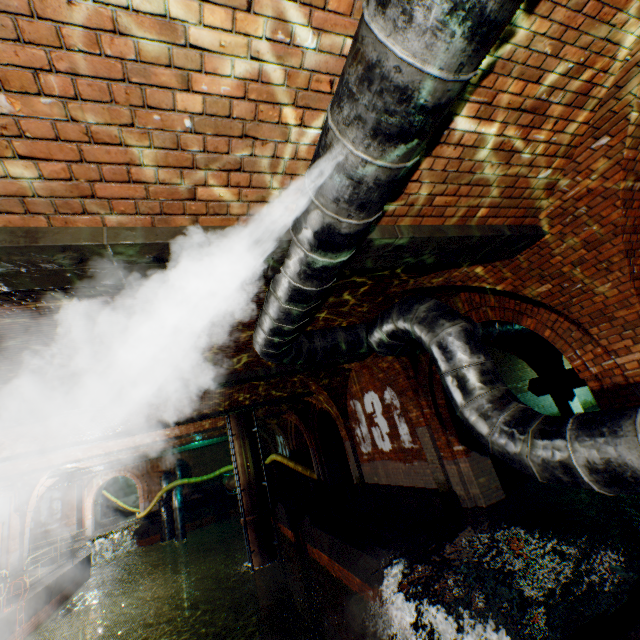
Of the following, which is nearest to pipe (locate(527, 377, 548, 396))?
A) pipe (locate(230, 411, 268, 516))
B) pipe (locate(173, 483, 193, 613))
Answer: pipe (locate(230, 411, 268, 516))

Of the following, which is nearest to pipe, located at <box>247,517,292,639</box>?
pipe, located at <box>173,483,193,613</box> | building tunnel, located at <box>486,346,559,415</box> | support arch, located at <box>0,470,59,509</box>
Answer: building tunnel, located at <box>486,346,559,415</box>

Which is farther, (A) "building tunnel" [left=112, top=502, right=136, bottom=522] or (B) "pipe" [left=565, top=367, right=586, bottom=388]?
(A) "building tunnel" [left=112, top=502, right=136, bottom=522]

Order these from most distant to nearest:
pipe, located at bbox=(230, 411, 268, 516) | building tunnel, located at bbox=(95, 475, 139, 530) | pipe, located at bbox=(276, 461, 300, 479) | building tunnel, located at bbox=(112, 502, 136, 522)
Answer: building tunnel, located at bbox=(112, 502, 136, 522)
building tunnel, located at bbox=(95, 475, 139, 530)
pipe, located at bbox=(276, 461, 300, 479)
pipe, located at bbox=(230, 411, 268, 516)

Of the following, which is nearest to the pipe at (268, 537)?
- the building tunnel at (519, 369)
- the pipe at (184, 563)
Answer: the building tunnel at (519, 369)

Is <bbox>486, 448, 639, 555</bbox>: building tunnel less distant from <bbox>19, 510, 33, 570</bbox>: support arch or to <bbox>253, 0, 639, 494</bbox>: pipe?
<bbox>253, 0, 639, 494</bbox>: pipe

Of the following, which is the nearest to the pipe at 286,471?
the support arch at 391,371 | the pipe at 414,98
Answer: the support arch at 391,371

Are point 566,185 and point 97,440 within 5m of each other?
no
